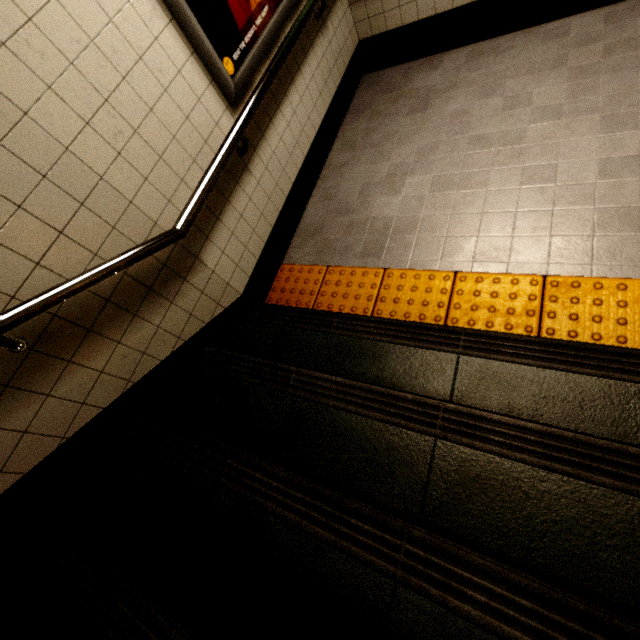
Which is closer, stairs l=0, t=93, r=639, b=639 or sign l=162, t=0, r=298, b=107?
stairs l=0, t=93, r=639, b=639

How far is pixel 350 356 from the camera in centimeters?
176cm

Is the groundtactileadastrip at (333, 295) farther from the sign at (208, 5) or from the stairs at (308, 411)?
the sign at (208, 5)

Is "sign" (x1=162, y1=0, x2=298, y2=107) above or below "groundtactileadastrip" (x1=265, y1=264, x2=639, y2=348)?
above

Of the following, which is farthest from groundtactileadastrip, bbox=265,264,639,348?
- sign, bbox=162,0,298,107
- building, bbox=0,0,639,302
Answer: sign, bbox=162,0,298,107

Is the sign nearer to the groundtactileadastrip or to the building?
the building

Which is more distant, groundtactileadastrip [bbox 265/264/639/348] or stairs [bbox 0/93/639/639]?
groundtactileadastrip [bbox 265/264/639/348]
